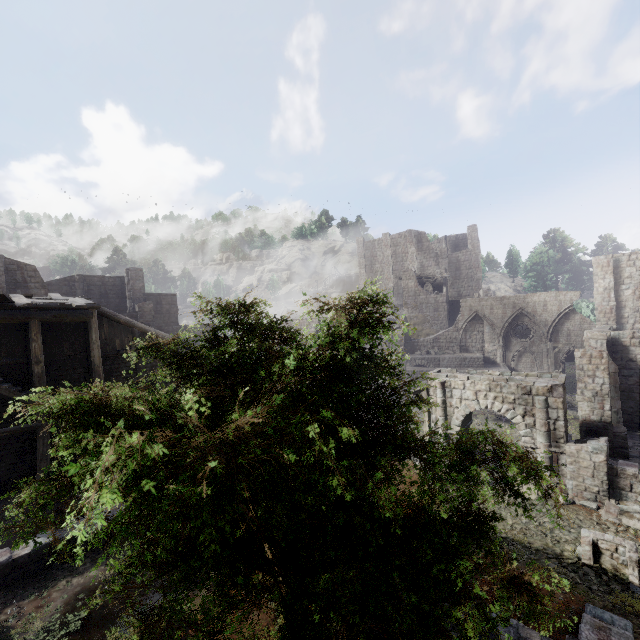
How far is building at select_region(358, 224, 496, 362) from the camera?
34.97m

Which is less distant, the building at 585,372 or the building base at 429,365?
the building at 585,372

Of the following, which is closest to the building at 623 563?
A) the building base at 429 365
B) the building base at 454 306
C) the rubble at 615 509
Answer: the rubble at 615 509

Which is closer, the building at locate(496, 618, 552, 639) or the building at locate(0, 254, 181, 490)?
the building at locate(496, 618, 552, 639)

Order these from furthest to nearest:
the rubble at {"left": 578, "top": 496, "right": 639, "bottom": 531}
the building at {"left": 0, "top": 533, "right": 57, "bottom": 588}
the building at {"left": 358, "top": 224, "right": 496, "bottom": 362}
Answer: the building at {"left": 358, "top": 224, "right": 496, "bottom": 362} → the rubble at {"left": 578, "top": 496, "right": 639, "bottom": 531} → the building at {"left": 0, "top": 533, "right": 57, "bottom": 588}

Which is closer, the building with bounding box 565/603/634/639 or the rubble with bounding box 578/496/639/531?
the building with bounding box 565/603/634/639

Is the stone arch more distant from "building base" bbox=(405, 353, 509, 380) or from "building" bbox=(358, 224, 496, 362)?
"building base" bbox=(405, 353, 509, 380)

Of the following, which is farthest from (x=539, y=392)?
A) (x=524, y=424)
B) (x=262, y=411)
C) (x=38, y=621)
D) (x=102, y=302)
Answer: (x=102, y=302)
